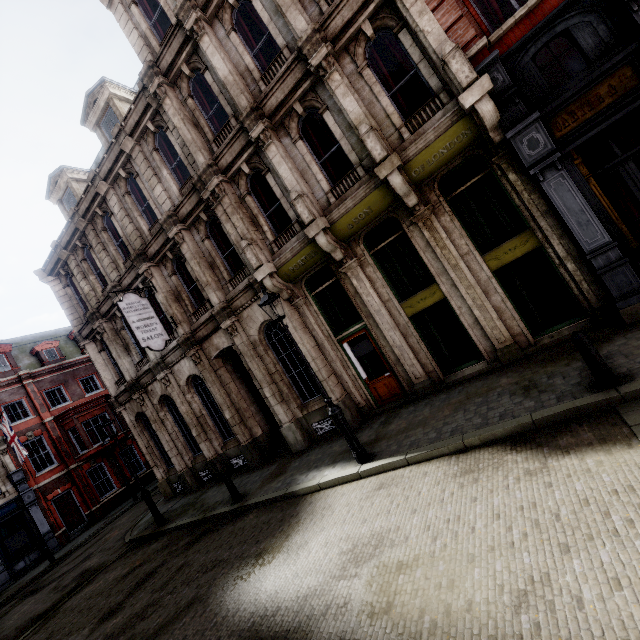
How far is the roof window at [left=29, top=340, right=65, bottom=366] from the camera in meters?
26.7

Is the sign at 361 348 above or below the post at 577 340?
above

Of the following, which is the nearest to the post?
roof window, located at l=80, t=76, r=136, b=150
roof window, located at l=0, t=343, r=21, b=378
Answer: roof window, located at l=80, t=76, r=136, b=150

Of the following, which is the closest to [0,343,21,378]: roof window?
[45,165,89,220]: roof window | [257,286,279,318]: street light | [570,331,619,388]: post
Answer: [45,165,89,220]: roof window

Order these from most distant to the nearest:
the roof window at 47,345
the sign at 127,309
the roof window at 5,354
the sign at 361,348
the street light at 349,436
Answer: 1. the roof window at 47,345
2. the roof window at 5,354
3. the sign at 127,309
4. the sign at 361,348
5. the street light at 349,436

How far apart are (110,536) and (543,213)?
23.2 meters

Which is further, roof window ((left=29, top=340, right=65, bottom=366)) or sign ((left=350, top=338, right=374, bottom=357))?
roof window ((left=29, top=340, right=65, bottom=366))

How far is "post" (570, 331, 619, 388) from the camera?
5.12m
